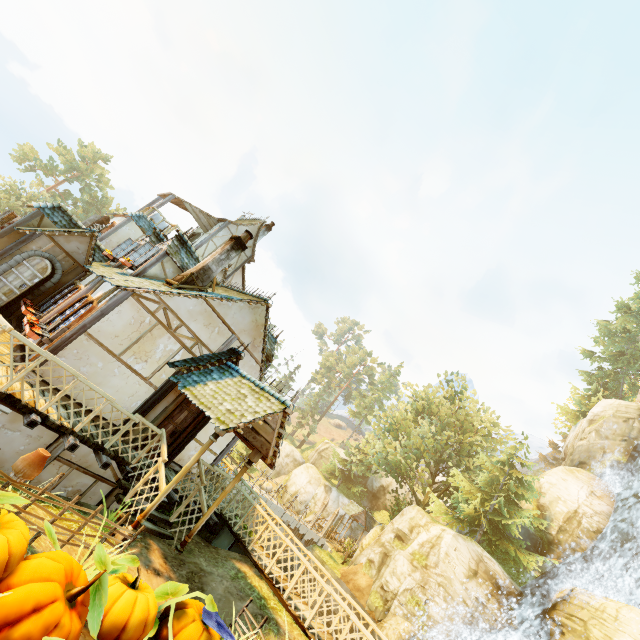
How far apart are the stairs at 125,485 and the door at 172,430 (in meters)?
1.17

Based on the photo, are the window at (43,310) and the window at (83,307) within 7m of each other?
yes

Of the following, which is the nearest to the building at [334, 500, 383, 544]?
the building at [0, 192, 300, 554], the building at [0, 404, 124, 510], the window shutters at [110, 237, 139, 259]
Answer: the building at [0, 192, 300, 554]

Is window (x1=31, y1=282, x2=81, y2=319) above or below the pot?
above

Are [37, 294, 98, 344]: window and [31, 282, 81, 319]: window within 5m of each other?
yes

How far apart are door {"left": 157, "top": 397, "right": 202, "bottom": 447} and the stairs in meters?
1.2 m

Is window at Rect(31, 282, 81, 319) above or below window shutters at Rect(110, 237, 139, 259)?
below

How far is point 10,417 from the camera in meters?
8.1
